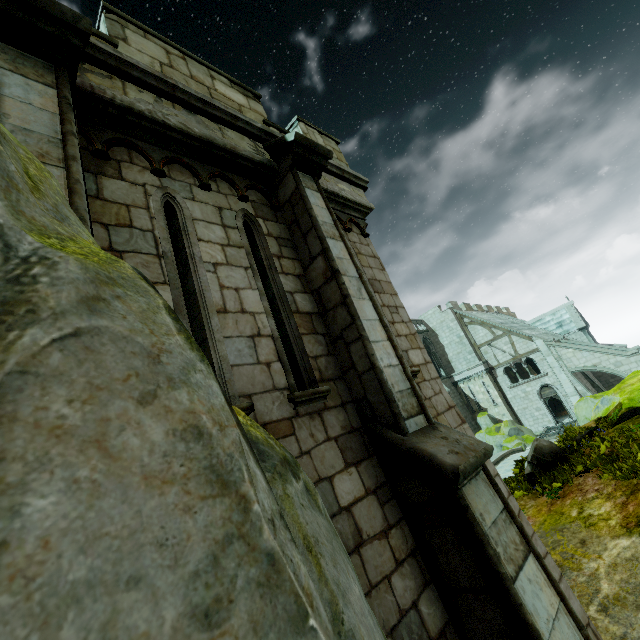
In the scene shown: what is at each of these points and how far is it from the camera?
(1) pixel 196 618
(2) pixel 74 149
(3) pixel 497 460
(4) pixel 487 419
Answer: (1) rock, 0.6m
(2) stone column, 2.4m
(3) bridge, 20.1m
(4) rock, 27.6m

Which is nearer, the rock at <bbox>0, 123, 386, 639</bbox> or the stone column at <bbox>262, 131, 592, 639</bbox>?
the rock at <bbox>0, 123, 386, 639</bbox>

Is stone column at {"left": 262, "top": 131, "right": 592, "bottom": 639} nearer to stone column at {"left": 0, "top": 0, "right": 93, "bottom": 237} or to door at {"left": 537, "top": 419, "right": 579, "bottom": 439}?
stone column at {"left": 0, "top": 0, "right": 93, "bottom": 237}

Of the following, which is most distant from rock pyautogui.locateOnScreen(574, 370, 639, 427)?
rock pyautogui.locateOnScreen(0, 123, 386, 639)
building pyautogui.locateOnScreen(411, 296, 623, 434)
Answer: rock pyautogui.locateOnScreen(0, 123, 386, 639)

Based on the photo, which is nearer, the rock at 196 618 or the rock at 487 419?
the rock at 196 618

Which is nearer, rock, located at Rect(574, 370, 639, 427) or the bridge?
rock, located at Rect(574, 370, 639, 427)

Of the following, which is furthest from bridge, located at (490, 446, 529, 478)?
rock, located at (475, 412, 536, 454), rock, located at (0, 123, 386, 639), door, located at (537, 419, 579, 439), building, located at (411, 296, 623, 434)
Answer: rock, located at (0, 123, 386, 639)

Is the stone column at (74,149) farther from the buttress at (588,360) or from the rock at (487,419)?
the buttress at (588,360)
